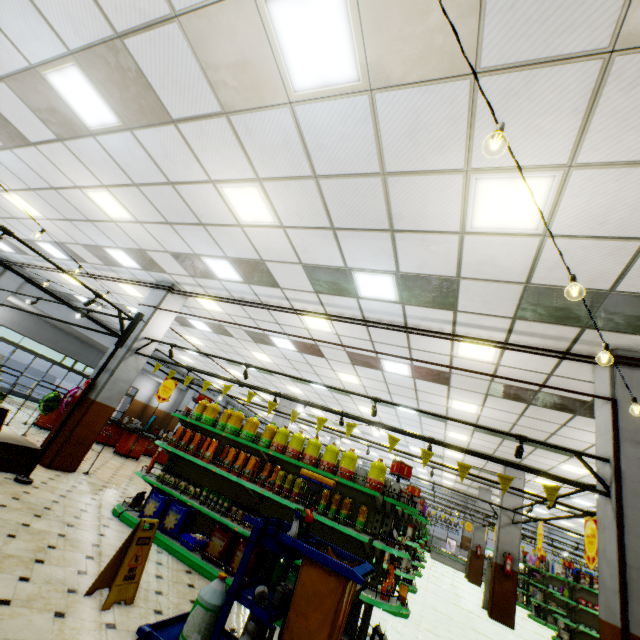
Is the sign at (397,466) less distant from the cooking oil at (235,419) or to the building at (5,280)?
the building at (5,280)

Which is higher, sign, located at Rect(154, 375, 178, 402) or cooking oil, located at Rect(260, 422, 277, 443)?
sign, located at Rect(154, 375, 178, 402)

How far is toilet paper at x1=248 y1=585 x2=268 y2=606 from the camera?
2.8 meters

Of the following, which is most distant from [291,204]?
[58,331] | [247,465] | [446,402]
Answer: Result: [58,331]

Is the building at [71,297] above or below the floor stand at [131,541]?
above

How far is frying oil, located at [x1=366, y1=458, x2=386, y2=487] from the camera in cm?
492

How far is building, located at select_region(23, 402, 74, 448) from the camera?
7.25m

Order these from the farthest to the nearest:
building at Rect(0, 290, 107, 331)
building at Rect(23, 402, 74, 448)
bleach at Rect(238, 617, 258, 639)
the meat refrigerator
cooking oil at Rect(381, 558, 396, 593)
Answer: the meat refrigerator → building at Rect(0, 290, 107, 331) → building at Rect(23, 402, 74, 448) → cooking oil at Rect(381, 558, 396, 593) → bleach at Rect(238, 617, 258, 639)
